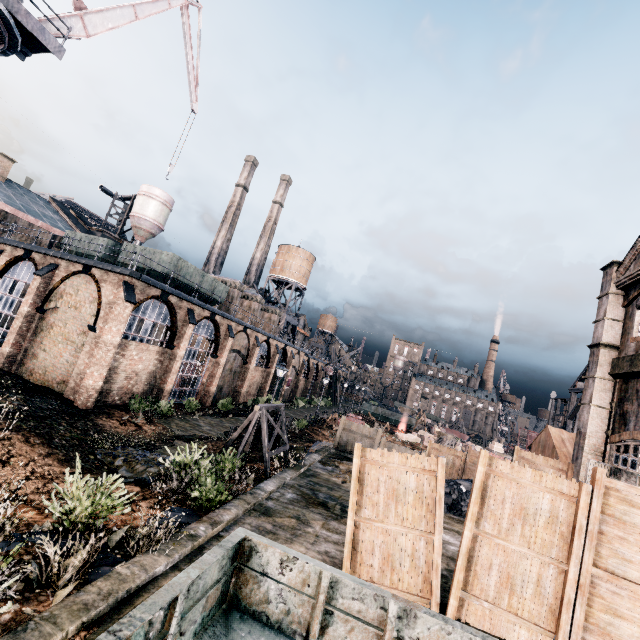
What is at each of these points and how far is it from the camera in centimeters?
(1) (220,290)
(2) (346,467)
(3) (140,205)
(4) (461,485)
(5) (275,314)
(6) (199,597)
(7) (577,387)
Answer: (1) rail car container, 3036cm
(2) stone debris, 1688cm
(3) silo, 4738cm
(4) coal pile, 1515cm
(5) chimney, 4809cm
(6) rail car, 315cm
(7) wood roof frame, 4066cm

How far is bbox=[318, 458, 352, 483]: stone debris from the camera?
15.1m

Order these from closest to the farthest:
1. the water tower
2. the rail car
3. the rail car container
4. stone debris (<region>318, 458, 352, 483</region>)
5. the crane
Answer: the rail car, stone debris (<region>318, 458, 352, 483</region>), the crane, the rail car container, the water tower

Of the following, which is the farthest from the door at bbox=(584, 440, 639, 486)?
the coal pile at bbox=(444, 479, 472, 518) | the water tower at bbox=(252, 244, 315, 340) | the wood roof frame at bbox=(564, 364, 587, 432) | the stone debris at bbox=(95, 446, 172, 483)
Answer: the water tower at bbox=(252, 244, 315, 340)

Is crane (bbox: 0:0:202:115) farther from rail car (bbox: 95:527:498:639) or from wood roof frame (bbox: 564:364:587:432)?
wood roof frame (bbox: 564:364:587:432)

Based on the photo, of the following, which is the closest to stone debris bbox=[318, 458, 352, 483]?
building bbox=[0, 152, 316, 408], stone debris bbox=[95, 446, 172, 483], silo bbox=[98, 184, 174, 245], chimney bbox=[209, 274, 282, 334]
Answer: stone debris bbox=[95, 446, 172, 483]

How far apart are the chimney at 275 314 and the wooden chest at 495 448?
36.1 meters

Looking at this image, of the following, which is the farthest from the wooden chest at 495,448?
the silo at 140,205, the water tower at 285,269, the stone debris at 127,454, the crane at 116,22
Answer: the silo at 140,205
